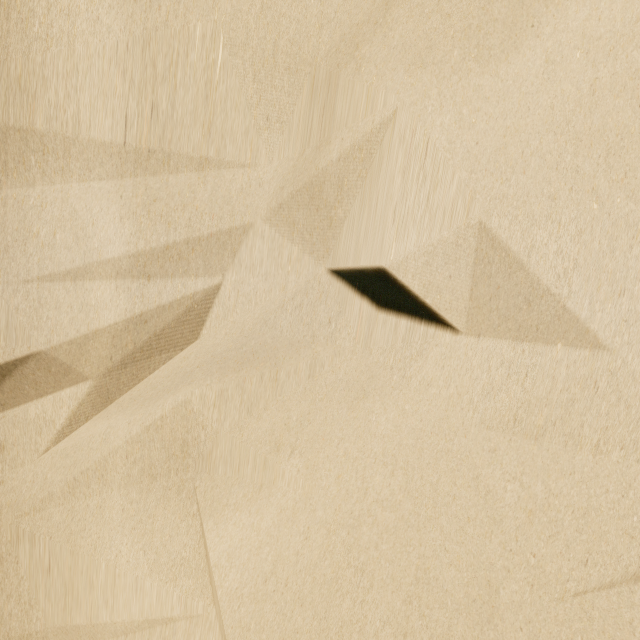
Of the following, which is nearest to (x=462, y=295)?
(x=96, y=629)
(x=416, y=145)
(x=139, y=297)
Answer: (x=416, y=145)
